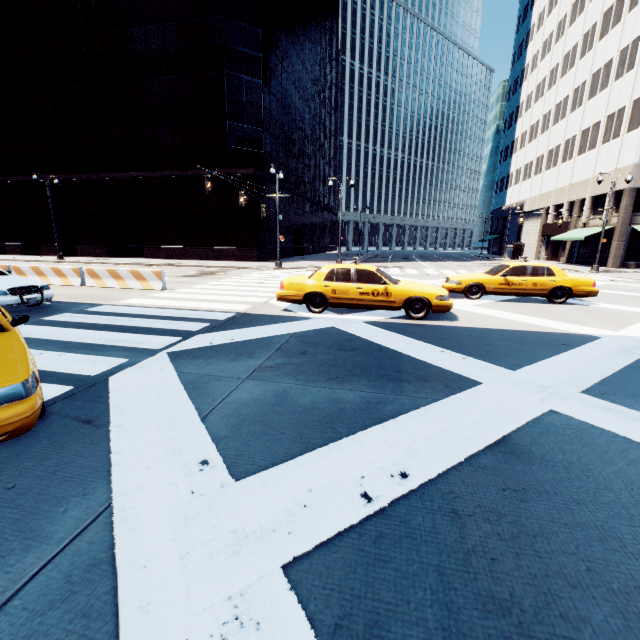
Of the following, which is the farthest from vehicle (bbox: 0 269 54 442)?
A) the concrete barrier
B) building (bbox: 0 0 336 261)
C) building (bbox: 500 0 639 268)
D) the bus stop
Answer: the bus stop

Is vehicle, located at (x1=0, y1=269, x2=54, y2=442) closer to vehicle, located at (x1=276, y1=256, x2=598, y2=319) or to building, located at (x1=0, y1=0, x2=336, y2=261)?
vehicle, located at (x1=276, y1=256, x2=598, y2=319)

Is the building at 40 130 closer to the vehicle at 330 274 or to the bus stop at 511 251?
the vehicle at 330 274

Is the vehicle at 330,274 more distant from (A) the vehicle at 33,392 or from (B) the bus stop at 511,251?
(B) the bus stop at 511,251

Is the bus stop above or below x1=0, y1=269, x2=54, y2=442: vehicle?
above

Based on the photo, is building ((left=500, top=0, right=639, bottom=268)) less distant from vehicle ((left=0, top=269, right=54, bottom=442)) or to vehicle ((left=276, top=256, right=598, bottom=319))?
vehicle ((left=276, top=256, right=598, bottom=319))

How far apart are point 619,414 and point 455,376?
2.0 meters

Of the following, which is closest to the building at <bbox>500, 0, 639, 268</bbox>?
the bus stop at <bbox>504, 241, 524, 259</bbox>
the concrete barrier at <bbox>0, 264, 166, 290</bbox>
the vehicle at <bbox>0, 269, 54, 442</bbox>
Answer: the bus stop at <bbox>504, 241, 524, 259</bbox>
